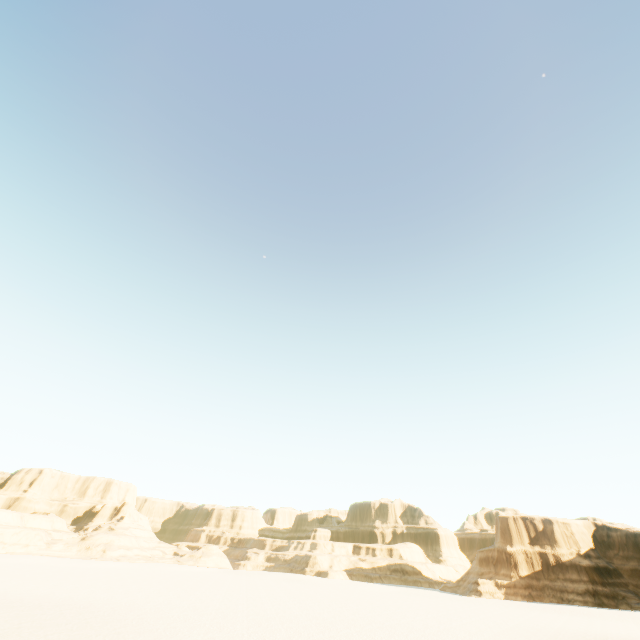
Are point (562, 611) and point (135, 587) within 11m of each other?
no
